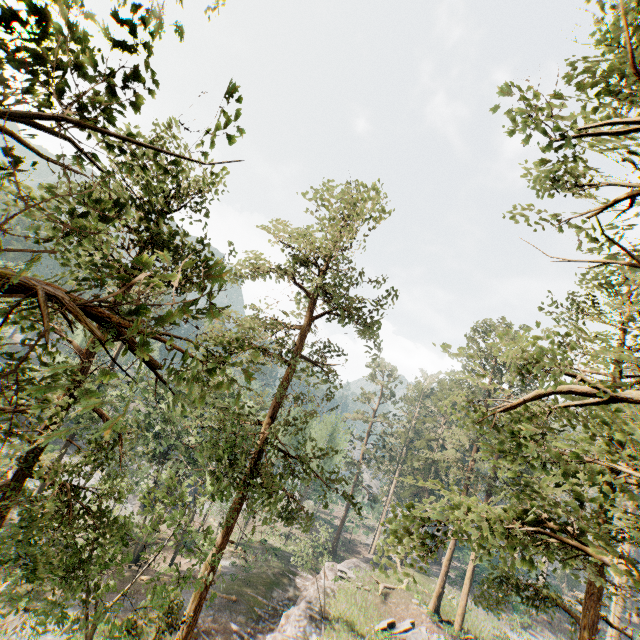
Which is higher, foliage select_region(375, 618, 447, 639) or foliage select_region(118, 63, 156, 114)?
foliage select_region(118, 63, 156, 114)

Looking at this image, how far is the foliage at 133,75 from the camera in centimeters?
370cm

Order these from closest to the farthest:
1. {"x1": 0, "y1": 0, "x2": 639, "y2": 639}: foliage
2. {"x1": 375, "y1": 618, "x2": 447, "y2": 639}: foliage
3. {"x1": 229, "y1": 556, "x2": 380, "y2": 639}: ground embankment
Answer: {"x1": 0, "y1": 0, "x2": 639, "y2": 639}: foliage → {"x1": 229, "y1": 556, "x2": 380, "y2": 639}: ground embankment → {"x1": 375, "y1": 618, "x2": 447, "y2": 639}: foliage

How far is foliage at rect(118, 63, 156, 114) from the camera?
3.7 meters

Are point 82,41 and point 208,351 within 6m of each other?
yes

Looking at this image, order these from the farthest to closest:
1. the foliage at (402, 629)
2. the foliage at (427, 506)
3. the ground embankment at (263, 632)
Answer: the foliage at (402, 629) → the ground embankment at (263, 632) → the foliage at (427, 506)

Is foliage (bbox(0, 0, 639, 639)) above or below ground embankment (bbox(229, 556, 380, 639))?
above

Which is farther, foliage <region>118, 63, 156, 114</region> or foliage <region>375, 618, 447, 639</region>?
foliage <region>375, 618, 447, 639</region>
